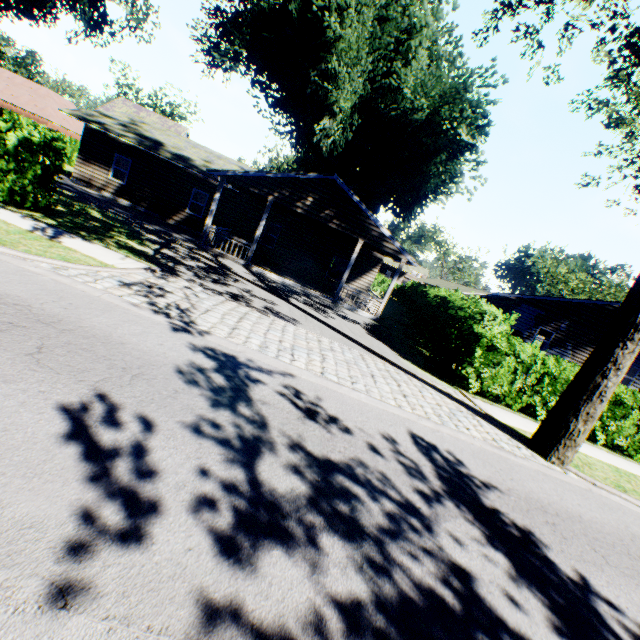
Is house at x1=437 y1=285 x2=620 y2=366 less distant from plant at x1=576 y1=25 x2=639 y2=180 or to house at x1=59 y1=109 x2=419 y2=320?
house at x1=59 y1=109 x2=419 y2=320

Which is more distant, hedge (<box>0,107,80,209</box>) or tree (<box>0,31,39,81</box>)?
tree (<box>0,31,39,81</box>)

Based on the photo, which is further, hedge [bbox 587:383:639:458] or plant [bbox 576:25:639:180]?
hedge [bbox 587:383:639:458]

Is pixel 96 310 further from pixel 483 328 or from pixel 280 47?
pixel 280 47

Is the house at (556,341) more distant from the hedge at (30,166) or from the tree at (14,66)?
the tree at (14,66)

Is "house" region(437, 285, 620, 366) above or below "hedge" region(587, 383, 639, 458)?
above

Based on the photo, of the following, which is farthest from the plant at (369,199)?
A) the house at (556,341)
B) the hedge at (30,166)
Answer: the house at (556,341)

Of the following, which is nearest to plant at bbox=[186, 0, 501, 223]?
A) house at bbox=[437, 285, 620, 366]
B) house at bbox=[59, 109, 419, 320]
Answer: house at bbox=[59, 109, 419, 320]
